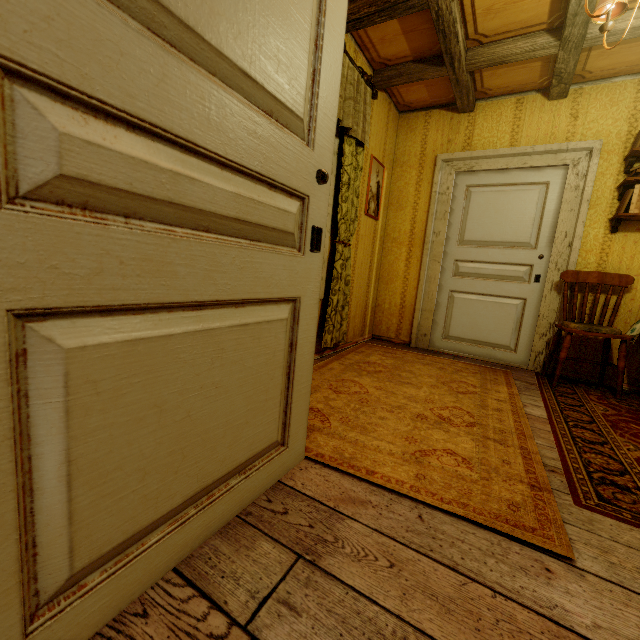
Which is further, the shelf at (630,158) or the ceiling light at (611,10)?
the shelf at (630,158)

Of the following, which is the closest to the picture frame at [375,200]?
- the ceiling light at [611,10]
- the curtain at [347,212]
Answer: the curtain at [347,212]

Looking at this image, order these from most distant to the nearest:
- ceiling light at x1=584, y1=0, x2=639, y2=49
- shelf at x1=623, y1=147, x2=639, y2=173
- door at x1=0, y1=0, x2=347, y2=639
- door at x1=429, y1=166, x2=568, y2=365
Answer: door at x1=429, y1=166, x2=568, y2=365
shelf at x1=623, y1=147, x2=639, y2=173
ceiling light at x1=584, y1=0, x2=639, y2=49
door at x1=0, y1=0, x2=347, y2=639

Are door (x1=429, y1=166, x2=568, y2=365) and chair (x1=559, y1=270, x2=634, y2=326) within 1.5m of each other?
yes

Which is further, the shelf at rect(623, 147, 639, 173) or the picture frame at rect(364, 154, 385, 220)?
the picture frame at rect(364, 154, 385, 220)

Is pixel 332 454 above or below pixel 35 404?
below

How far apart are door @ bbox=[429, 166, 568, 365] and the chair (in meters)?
0.26

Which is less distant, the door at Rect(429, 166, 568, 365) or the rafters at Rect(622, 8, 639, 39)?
the rafters at Rect(622, 8, 639, 39)
